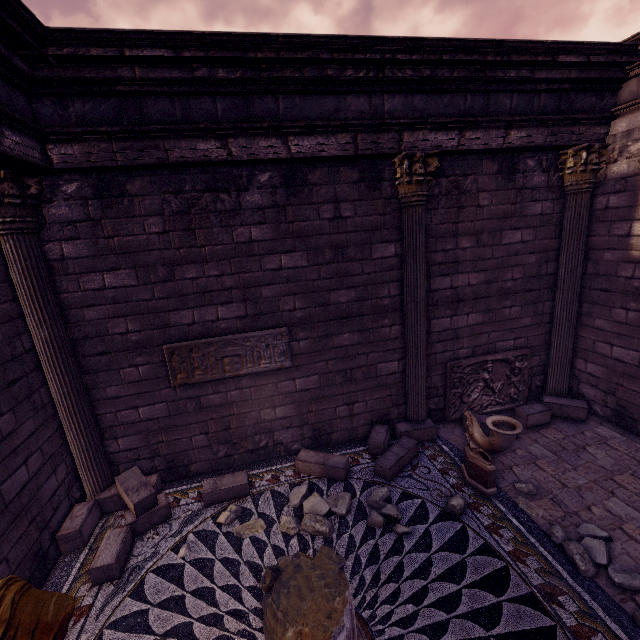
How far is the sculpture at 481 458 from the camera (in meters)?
4.11

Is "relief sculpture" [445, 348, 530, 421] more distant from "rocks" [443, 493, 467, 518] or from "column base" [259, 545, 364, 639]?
"column base" [259, 545, 364, 639]

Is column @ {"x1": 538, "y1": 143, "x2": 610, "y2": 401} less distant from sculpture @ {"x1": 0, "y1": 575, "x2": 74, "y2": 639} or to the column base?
the column base

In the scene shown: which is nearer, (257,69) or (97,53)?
(97,53)

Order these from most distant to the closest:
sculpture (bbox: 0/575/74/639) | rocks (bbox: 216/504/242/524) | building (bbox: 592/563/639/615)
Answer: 1. rocks (bbox: 216/504/242/524)
2. building (bbox: 592/563/639/615)
3. sculpture (bbox: 0/575/74/639)

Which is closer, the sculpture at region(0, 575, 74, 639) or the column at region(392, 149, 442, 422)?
the sculpture at region(0, 575, 74, 639)

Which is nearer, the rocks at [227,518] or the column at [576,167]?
the rocks at [227,518]

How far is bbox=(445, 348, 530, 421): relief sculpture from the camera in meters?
6.2
